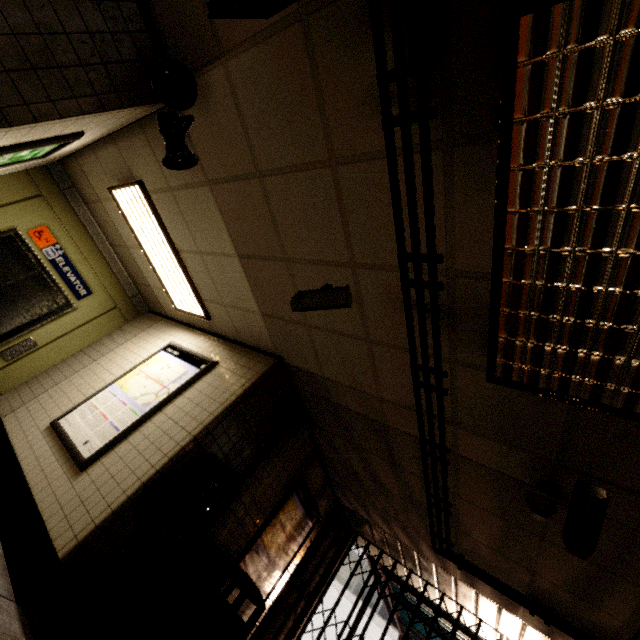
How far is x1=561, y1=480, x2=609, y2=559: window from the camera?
2.16m

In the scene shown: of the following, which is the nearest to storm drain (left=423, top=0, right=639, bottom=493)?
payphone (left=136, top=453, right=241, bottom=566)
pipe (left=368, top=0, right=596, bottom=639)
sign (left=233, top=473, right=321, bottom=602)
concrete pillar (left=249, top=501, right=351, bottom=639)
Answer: pipe (left=368, top=0, right=596, bottom=639)

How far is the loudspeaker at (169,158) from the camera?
2.57m

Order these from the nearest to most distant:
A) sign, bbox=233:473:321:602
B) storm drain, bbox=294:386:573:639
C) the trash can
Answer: the trash can < storm drain, bbox=294:386:573:639 < sign, bbox=233:473:321:602

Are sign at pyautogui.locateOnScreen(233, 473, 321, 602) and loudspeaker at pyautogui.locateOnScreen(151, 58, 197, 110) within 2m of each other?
no

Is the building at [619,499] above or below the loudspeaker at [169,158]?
above

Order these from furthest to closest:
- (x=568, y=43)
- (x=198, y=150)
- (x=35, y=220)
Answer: (x=35, y=220) < (x=198, y=150) < (x=568, y=43)

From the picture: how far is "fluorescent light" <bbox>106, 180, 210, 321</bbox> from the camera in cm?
399
